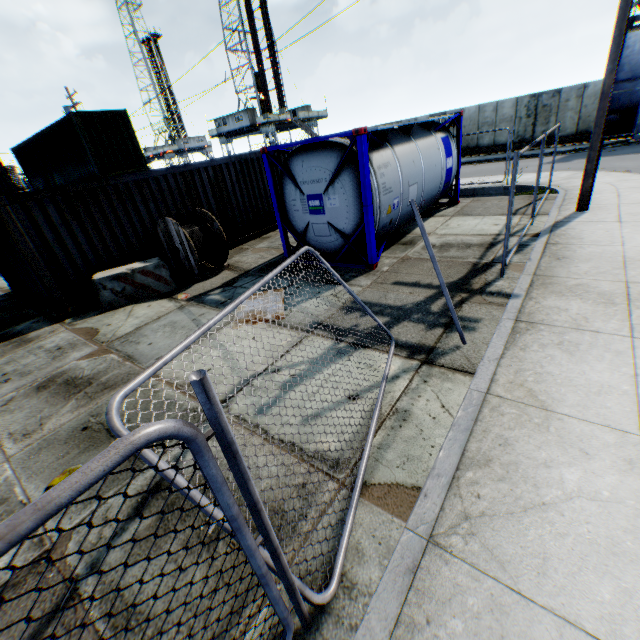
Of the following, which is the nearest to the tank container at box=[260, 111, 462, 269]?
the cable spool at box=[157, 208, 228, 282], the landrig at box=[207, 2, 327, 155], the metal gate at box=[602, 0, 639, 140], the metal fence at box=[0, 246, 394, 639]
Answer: the cable spool at box=[157, 208, 228, 282]

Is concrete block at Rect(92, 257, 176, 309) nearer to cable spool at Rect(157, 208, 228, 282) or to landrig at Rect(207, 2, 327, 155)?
cable spool at Rect(157, 208, 228, 282)

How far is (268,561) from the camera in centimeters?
206cm

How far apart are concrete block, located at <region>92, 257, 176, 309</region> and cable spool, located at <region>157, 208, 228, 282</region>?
0.2m

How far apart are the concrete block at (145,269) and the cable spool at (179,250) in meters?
0.2 m

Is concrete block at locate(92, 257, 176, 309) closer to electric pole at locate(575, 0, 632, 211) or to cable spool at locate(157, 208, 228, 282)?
cable spool at locate(157, 208, 228, 282)

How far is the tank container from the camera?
7.18m

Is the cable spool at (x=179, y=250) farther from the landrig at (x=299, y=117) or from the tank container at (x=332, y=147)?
the landrig at (x=299, y=117)
